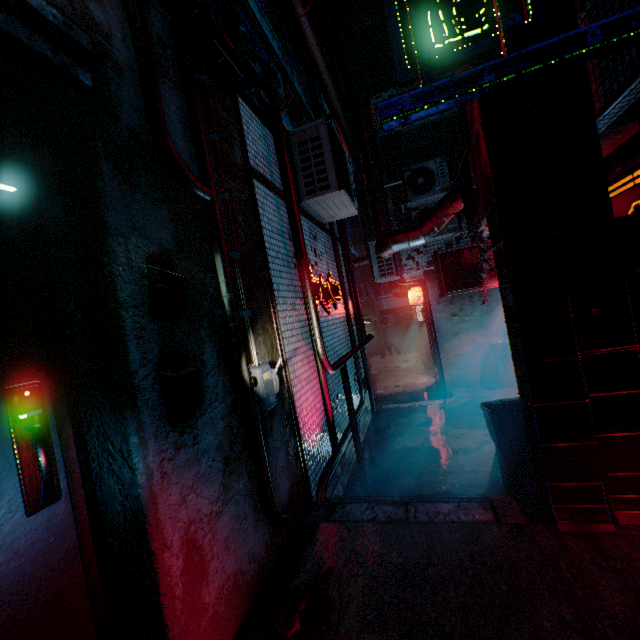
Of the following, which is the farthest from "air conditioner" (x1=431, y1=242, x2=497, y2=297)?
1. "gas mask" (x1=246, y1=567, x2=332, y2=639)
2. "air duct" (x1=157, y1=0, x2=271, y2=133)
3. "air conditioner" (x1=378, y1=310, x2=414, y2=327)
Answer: "air conditioner" (x1=378, y1=310, x2=414, y2=327)

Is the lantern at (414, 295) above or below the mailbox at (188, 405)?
above

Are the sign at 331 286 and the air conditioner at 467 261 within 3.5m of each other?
yes

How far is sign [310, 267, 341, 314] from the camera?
4.3 meters

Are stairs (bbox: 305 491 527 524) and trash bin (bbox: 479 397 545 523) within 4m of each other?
yes

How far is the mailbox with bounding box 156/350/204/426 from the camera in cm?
154

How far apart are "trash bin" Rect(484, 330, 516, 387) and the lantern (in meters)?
2.07

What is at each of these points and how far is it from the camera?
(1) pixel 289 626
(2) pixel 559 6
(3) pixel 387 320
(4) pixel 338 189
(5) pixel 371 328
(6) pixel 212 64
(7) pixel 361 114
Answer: (1) gas mask, 1.7 meters
(2) air duct, 2.0 meters
(3) air conditioner, 20.2 meters
(4) air conditioner, 3.8 meters
(5) door, 23.0 meters
(6) air duct, 2.6 meters
(7) air duct, 5.8 meters
